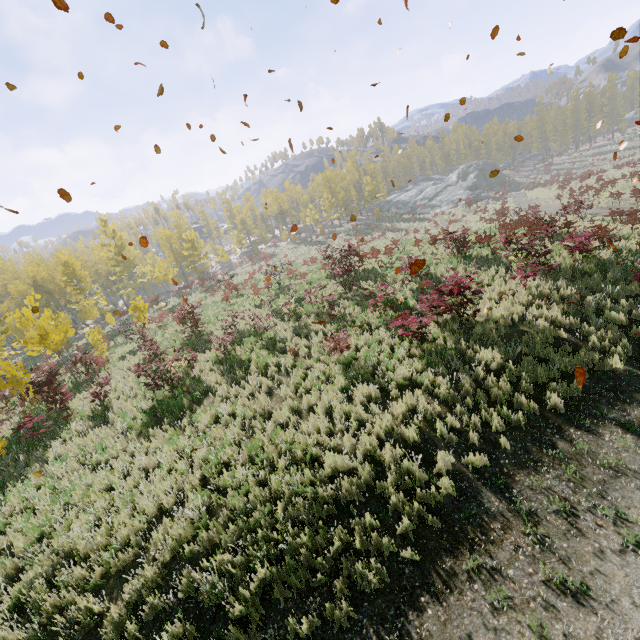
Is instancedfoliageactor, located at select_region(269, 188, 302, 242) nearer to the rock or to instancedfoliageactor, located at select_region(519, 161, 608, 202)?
instancedfoliageactor, located at select_region(519, 161, 608, 202)

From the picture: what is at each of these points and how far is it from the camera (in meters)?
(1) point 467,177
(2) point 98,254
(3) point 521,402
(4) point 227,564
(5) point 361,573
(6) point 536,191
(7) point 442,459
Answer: (1) rock, 59.22
(2) instancedfoliageactor, 47.22
(3) instancedfoliageactor, 7.15
(4) instancedfoliageactor, 5.24
(5) instancedfoliageactor, 4.96
(6) instancedfoliageactor, 43.44
(7) instancedfoliageactor, 6.33

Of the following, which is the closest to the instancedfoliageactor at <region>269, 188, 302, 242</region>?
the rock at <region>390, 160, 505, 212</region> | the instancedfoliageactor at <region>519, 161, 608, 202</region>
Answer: the instancedfoliageactor at <region>519, 161, 608, 202</region>

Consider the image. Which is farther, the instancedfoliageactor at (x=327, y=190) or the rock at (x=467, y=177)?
the instancedfoliageactor at (x=327, y=190)

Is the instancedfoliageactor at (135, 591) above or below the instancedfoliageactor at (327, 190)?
below

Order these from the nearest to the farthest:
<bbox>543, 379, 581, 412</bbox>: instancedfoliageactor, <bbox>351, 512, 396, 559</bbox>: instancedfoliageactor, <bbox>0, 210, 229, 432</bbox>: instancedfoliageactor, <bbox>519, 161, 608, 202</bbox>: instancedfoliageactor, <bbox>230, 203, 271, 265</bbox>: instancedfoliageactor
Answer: <bbox>351, 512, 396, 559</bbox>: instancedfoliageactor < <bbox>543, 379, 581, 412</bbox>: instancedfoliageactor < <bbox>0, 210, 229, 432</bbox>: instancedfoliageactor < <bbox>519, 161, 608, 202</bbox>: instancedfoliageactor < <bbox>230, 203, 271, 265</bbox>: instancedfoliageactor
